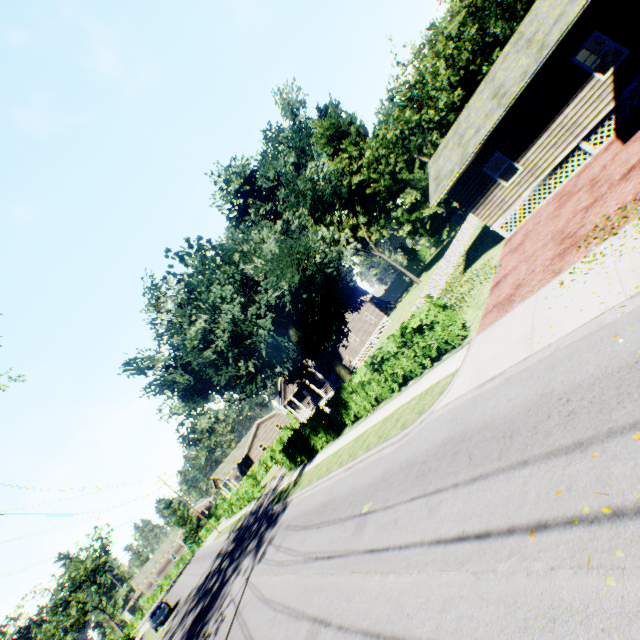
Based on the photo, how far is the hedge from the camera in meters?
12.4

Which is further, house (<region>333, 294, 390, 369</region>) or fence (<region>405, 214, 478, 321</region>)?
house (<region>333, 294, 390, 369</region>)

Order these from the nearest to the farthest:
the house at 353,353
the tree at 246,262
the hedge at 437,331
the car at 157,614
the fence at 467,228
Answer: the hedge at 437,331 < the tree at 246,262 < the fence at 467,228 < the car at 157,614 < the house at 353,353

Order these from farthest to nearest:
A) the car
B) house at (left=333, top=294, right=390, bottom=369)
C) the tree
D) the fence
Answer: house at (left=333, top=294, right=390, bottom=369) < the car < the fence < the tree

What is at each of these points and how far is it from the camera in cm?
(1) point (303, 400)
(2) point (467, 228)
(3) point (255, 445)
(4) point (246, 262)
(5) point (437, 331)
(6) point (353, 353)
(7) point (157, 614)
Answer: (1) house, 4891
(2) fence, 3416
(3) house, 5881
(4) tree, 1931
(5) hedge, 1236
(6) house, 3875
(7) car, 3020

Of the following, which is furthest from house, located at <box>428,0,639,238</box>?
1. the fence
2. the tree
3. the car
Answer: the car

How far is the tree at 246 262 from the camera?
14.1m

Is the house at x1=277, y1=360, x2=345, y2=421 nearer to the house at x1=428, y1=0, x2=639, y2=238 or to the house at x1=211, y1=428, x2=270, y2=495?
the house at x1=211, y1=428, x2=270, y2=495
